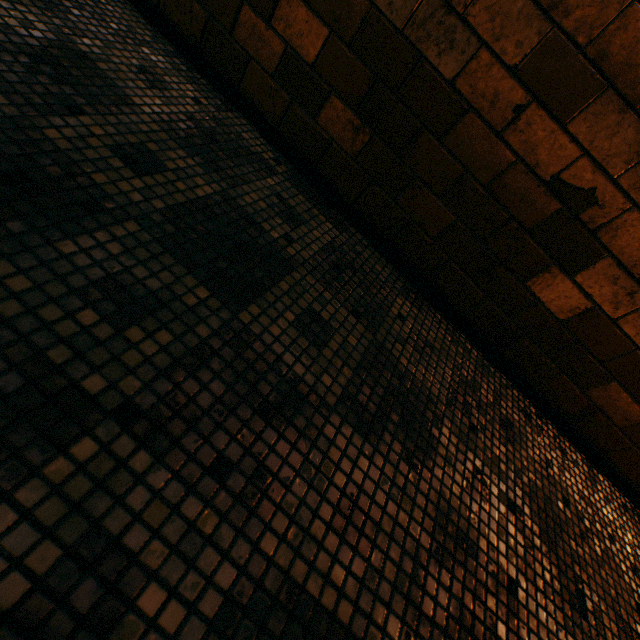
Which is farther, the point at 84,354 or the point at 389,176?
the point at 389,176
